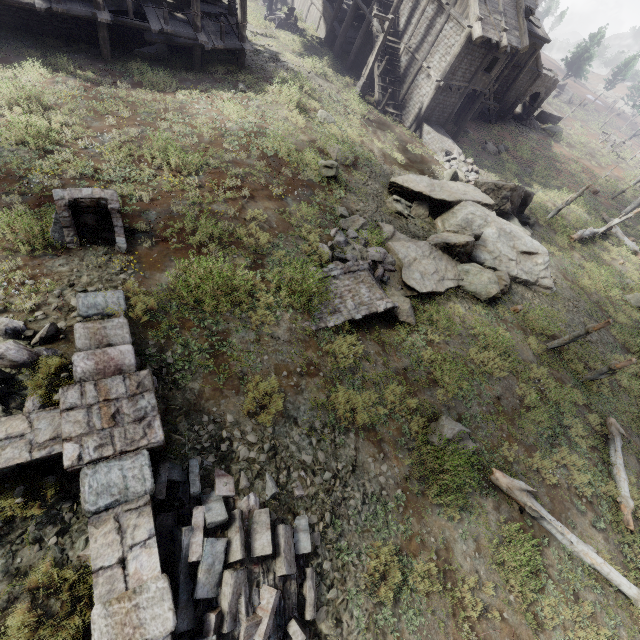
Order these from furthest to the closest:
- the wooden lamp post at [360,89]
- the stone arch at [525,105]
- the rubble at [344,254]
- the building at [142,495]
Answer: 1. the stone arch at [525,105]
2. the wooden lamp post at [360,89]
3. the rubble at [344,254]
4. the building at [142,495]

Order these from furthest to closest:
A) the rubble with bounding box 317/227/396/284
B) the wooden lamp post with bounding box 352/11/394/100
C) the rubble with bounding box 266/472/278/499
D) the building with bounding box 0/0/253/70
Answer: the wooden lamp post with bounding box 352/11/394/100, the building with bounding box 0/0/253/70, the rubble with bounding box 317/227/396/284, the rubble with bounding box 266/472/278/499

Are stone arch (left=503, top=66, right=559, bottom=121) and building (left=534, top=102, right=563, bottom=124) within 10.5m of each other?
yes

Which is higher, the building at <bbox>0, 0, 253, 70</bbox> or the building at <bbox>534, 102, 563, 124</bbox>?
the building at <bbox>0, 0, 253, 70</bbox>

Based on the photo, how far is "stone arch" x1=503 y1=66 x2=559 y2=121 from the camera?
34.8 meters

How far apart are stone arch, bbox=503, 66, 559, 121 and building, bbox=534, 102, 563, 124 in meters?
4.3 m

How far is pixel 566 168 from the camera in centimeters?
3356cm

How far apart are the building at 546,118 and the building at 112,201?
53.2 meters
